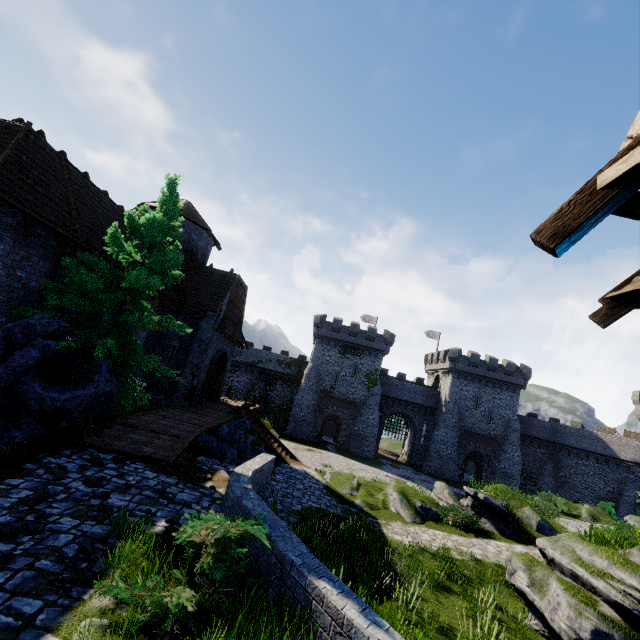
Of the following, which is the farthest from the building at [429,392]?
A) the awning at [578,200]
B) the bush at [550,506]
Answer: the awning at [578,200]

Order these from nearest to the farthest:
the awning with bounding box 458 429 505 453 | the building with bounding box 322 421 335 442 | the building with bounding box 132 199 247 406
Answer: the building with bounding box 132 199 247 406
the awning with bounding box 458 429 505 453
the building with bounding box 322 421 335 442

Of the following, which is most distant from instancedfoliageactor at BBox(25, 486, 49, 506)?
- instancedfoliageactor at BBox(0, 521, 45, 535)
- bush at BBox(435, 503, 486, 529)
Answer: bush at BBox(435, 503, 486, 529)

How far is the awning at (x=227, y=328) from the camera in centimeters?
2020cm

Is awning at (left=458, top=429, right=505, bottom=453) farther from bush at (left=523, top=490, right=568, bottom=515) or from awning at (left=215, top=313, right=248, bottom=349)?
awning at (left=215, top=313, right=248, bottom=349)

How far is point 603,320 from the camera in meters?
5.6 m

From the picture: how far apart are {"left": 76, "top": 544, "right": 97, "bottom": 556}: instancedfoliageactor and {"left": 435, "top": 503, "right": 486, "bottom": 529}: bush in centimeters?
1494cm

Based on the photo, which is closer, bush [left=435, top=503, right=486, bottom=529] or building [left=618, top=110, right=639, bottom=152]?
building [left=618, top=110, right=639, bottom=152]
